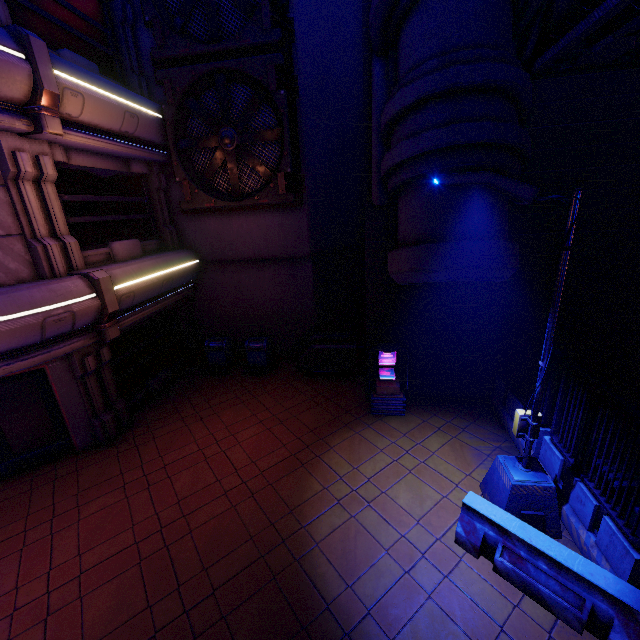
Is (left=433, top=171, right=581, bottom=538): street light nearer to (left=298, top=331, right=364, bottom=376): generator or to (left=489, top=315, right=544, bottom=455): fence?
(left=489, top=315, right=544, bottom=455): fence

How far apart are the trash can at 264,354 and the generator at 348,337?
1.2 meters

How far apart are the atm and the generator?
1.4m

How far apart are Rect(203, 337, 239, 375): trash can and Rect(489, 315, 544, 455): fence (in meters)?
8.99

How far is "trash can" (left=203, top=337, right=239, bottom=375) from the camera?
12.4 meters

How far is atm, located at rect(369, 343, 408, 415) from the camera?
9.0m

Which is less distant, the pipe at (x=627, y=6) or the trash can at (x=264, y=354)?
the pipe at (x=627, y=6)

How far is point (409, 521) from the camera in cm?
618
